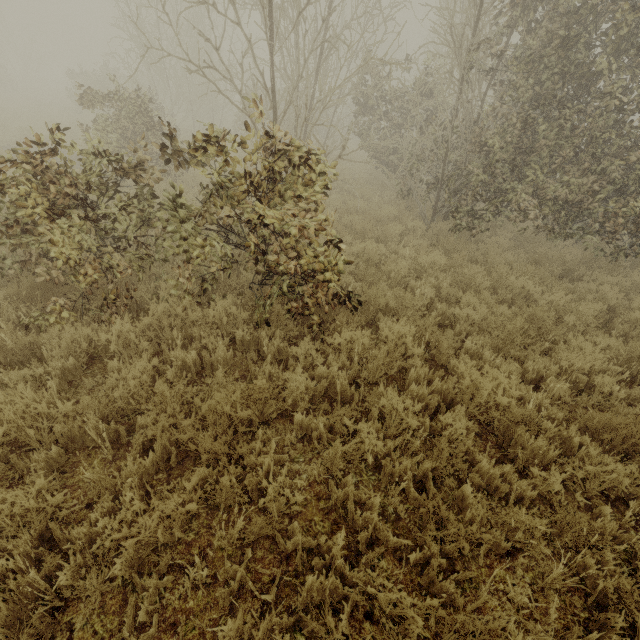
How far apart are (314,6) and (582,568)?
16.00m
